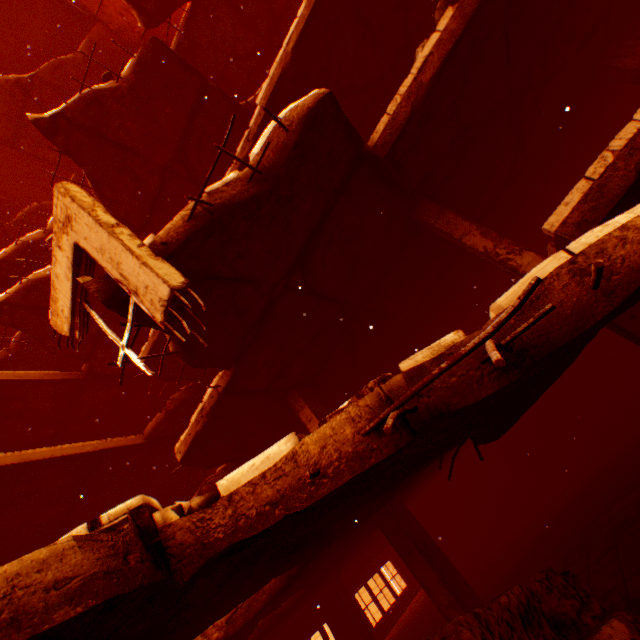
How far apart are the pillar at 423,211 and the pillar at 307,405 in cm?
457

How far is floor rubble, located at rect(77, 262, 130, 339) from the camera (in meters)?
3.01

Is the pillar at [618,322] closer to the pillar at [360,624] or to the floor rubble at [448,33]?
the floor rubble at [448,33]

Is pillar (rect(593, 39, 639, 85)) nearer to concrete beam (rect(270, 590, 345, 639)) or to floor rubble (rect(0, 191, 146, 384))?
floor rubble (rect(0, 191, 146, 384))

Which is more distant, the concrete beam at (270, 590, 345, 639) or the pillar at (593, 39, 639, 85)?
the concrete beam at (270, 590, 345, 639)

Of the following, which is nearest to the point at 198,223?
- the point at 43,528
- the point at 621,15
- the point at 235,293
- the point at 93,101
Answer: the point at 235,293

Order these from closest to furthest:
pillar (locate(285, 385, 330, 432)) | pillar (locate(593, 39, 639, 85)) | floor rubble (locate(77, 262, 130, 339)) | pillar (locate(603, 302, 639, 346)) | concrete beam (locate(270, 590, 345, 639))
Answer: floor rubble (locate(77, 262, 130, 339)) → pillar (locate(603, 302, 639, 346)) → pillar (locate(593, 39, 639, 85)) → pillar (locate(285, 385, 330, 432)) → concrete beam (locate(270, 590, 345, 639))

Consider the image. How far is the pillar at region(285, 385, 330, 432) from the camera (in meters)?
7.23
